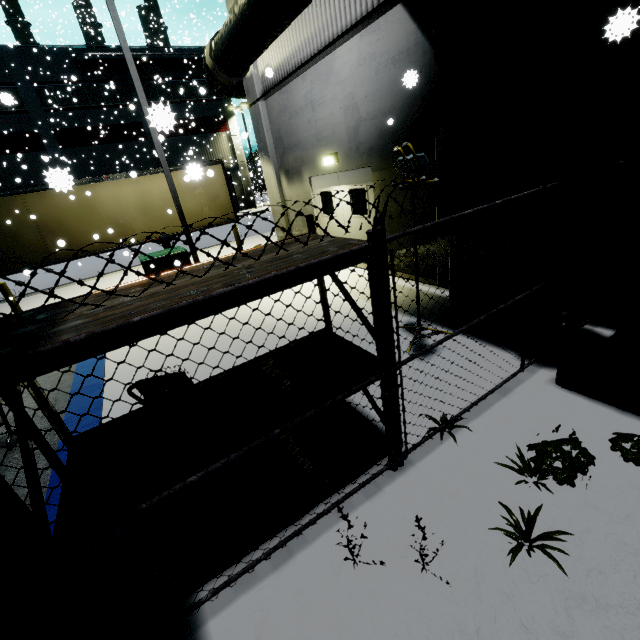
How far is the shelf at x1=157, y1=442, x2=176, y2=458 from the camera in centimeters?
221cm

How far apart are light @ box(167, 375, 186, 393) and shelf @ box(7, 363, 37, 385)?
0.0m

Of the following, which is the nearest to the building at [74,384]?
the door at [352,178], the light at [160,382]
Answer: the door at [352,178]

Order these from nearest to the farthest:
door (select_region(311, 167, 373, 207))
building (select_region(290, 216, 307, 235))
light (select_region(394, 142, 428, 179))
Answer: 1. light (select_region(394, 142, 428, 179))
2. door (select_region(311, 167, 373, 207))
3. building (select_region(290, 216, 307, 235))

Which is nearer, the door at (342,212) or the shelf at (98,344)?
the shelf at (98,344)

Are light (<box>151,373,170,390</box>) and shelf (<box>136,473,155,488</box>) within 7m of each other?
yes

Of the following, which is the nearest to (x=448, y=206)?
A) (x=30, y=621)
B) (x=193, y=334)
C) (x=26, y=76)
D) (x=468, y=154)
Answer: (x=468, y=154)
